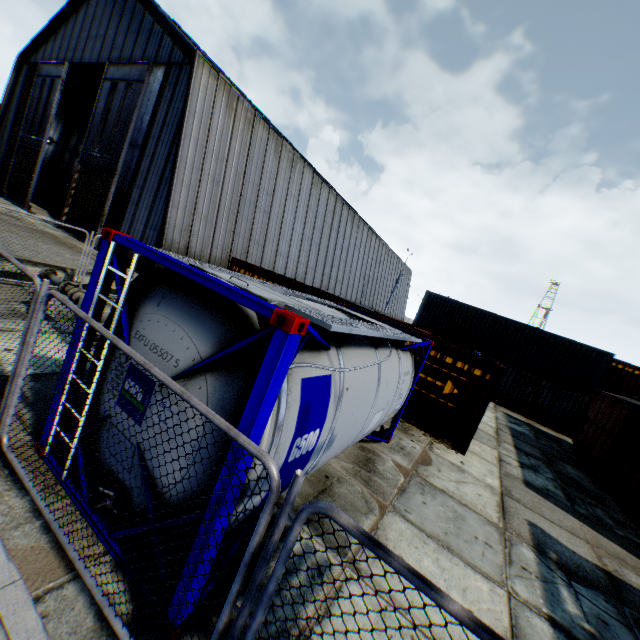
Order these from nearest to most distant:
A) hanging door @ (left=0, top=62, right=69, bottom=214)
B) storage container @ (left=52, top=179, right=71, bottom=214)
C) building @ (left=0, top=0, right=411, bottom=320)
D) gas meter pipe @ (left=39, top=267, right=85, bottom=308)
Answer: gas meter pipe @ (left=39, top=267, right=85, bottom=308), building @ (left=0, top=0, right=411, bottom=320), hanging door @ (left=0, top=62, right=69, bottom=214), storage container @ (left=52, top=179, right=71, bottom=214)

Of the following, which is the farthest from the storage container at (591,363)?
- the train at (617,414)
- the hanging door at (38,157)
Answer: the hanging door at (38,157)

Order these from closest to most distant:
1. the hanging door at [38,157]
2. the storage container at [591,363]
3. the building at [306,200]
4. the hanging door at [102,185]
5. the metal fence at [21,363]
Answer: the metal fence at [21,363] → the storage container at [591,363] → the building at [306,200] → the hanging door at [102,185] → the hanging door at [38,157]

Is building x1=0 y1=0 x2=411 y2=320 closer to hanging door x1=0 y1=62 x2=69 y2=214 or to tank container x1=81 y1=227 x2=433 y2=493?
hanging door x1=0 y1=62 x2=69 y2=214

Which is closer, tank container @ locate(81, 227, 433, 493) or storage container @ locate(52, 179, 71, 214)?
tank container @ locate(81, 227, 433, 493)

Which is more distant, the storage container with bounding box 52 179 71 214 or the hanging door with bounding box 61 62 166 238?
the storage container with bounding box 52 179 71 214

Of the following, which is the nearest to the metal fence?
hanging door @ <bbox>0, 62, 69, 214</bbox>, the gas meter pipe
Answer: the gas meter pipe

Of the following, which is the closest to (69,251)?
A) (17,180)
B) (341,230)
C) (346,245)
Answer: (17,180)
